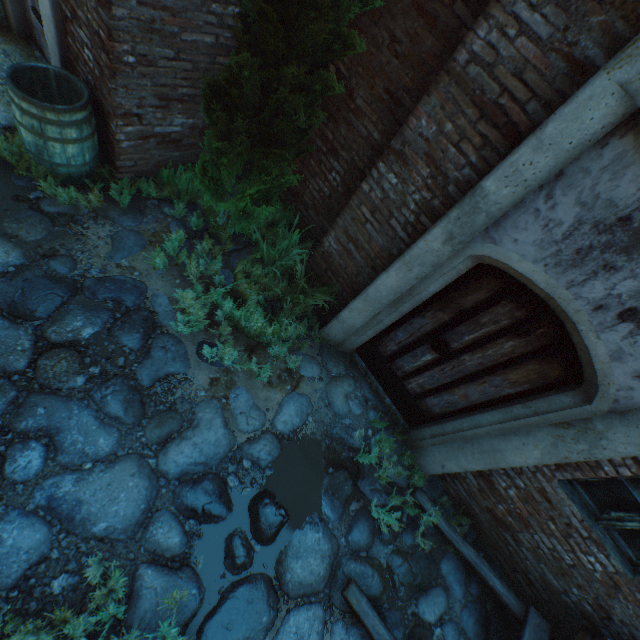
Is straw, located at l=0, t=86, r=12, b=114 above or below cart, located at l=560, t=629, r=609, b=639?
below

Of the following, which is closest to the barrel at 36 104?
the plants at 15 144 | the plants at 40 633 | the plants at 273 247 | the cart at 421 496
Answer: the plants at 15 144

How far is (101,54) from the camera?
3.0 meters

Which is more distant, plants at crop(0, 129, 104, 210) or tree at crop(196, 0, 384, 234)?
plants at crop(0, 129, 104, 210)

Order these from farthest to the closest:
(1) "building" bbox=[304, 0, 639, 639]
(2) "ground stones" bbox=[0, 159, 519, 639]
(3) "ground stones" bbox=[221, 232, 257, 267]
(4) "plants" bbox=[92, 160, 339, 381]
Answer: (3) "ground stones" bbox=[221, 232, 257, 267]
(4) "plants" bbox=[92, 160, 339, 381]
(2) "ground stones" bbox=[0, 159, 519, 639]
(1) "building" bbox=[304, 0, 639, 639]

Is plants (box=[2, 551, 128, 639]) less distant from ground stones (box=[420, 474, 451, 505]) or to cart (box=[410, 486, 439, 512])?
ground stones (box=[420, 474, 451, 505])

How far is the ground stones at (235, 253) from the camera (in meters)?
4.33

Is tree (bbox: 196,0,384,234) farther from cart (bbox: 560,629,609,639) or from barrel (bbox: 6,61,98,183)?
cart (bbox: 560,629,609,639)
